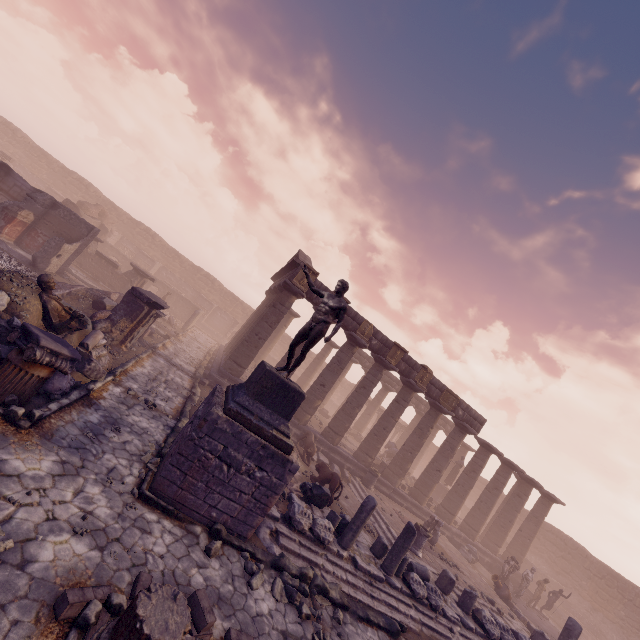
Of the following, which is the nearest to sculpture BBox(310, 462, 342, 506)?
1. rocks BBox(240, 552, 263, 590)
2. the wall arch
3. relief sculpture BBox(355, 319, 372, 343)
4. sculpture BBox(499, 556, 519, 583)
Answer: rocks BBox(240, 552, 263, 590)

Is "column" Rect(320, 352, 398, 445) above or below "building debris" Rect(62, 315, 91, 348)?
above

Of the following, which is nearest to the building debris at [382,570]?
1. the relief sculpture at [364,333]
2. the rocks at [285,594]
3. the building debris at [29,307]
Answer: the rocks at [285,594]

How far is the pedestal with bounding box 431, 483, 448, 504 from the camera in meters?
24.4 m

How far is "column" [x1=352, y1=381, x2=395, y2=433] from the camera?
28.9m

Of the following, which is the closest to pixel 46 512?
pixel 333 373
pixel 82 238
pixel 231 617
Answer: pixel 231 617

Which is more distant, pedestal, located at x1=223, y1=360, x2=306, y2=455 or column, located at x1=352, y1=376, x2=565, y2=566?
column, located at x1=352, y1=376, x2=565, y2=566

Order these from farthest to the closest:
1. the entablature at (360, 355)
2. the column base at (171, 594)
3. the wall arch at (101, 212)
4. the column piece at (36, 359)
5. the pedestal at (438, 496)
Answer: the entablature at (360, 355)
the wall arch at (101, 212)
the pedestal at (438, 496)
the column piece at (36, 359)
the column base at (171, 594)
